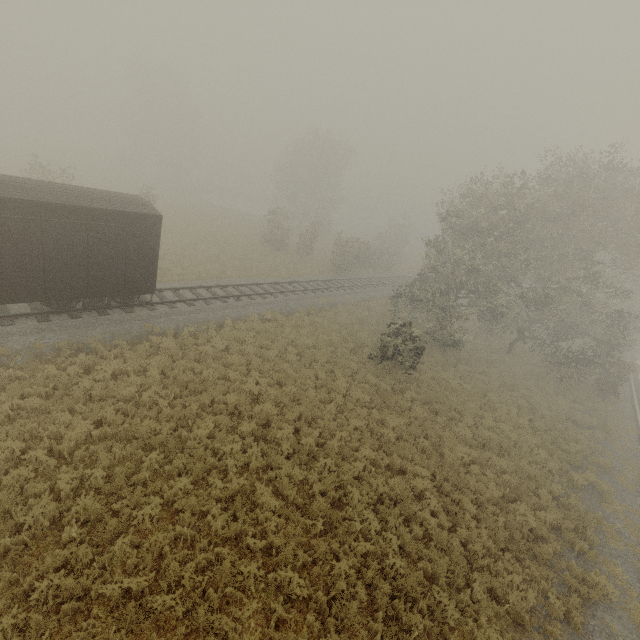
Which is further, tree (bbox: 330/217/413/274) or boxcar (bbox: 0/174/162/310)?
tree (bbox: 330/217/413/274)

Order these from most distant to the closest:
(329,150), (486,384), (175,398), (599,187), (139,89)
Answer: (139,89)
(329,150)
(486,384)
(599,187)
(175,398)

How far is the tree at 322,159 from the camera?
35.56m

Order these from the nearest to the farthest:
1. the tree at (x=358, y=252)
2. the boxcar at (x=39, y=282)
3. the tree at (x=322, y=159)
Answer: the boxcar at (x=39, y=282), the tree at (x=358, y=252), the tree at (x=322, y=159)

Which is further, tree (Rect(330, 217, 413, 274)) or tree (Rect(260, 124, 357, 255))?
tree (Rect(260, 124, 357, 255))

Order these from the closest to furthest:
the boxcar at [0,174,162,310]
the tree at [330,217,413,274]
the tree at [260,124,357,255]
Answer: the boxcar at [0,174,162,310] < the tree at [330,217,413,274] < the tree at [260,124,357,255]

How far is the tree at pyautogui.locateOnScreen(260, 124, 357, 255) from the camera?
35.6m
